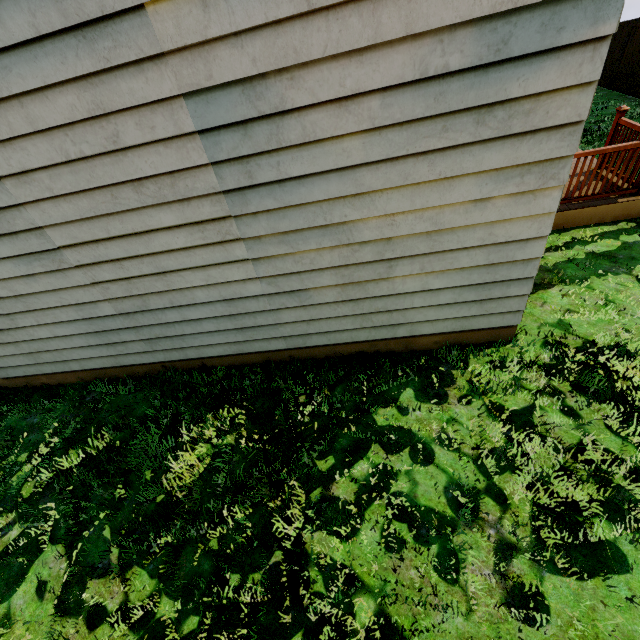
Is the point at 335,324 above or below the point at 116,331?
below
